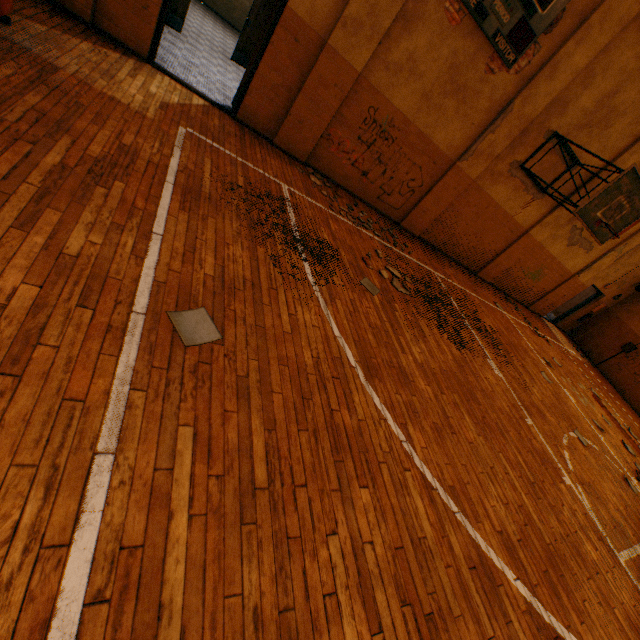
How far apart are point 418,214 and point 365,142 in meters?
2.5

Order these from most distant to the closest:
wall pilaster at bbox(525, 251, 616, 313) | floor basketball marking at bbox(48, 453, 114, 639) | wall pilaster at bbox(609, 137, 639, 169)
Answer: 1. wall pilaster at bbox(525, 251, 616, 313)
2. wall pilaster at bbox(609, 137, 639, 169)
3. floor basketball marking at bbox(48, 453, 114, 639)

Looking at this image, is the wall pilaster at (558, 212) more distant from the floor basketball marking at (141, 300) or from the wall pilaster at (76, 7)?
the wall pilaster at (76, 7)

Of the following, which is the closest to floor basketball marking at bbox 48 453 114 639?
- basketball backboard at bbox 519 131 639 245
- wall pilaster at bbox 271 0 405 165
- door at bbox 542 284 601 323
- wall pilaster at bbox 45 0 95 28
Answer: wall pilaster at bbox 271 0 405 165

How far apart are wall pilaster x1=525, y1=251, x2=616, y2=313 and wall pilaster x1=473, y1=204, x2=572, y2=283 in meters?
3.1

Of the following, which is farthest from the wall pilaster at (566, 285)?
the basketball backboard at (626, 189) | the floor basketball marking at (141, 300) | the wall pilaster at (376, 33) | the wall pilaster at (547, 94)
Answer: the wall pilaster at (376, 33)

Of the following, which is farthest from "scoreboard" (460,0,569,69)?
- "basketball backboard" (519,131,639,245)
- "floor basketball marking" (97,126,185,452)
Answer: "floor basketball marking" (97,126,185,452)

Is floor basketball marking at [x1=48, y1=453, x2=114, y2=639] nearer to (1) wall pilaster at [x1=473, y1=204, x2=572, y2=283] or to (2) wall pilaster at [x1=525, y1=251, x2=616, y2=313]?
(1) wall pilaster at [x1=473, y1=204, x2=572, y2=283]
